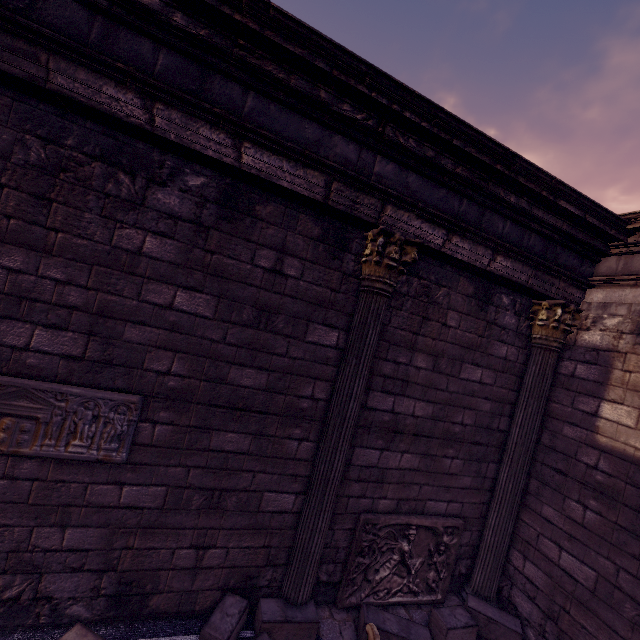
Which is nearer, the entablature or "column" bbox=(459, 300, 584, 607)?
the entablature

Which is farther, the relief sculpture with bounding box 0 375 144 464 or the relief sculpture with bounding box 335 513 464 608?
the relief sculpture with bounding box 335 513 464 608

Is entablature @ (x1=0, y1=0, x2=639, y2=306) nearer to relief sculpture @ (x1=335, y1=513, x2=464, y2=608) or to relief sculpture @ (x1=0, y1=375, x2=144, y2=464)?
relief sculpture @ (x1=0, y1=375, x2=144, y2=464)

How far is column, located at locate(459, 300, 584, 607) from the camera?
4.9 meters

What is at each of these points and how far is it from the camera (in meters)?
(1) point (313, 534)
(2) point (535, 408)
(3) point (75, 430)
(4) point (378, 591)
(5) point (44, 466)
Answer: (1) column, 3.81
(2) column, 4.94
(3) relief sculpture, 3.09
(4) relief sculpture, 4.51
(5) building, 3.09

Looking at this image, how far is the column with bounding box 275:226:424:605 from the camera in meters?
3.8

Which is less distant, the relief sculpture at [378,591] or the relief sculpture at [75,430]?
the relief sculpture at [75,430]

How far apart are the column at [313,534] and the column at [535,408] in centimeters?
260cm
